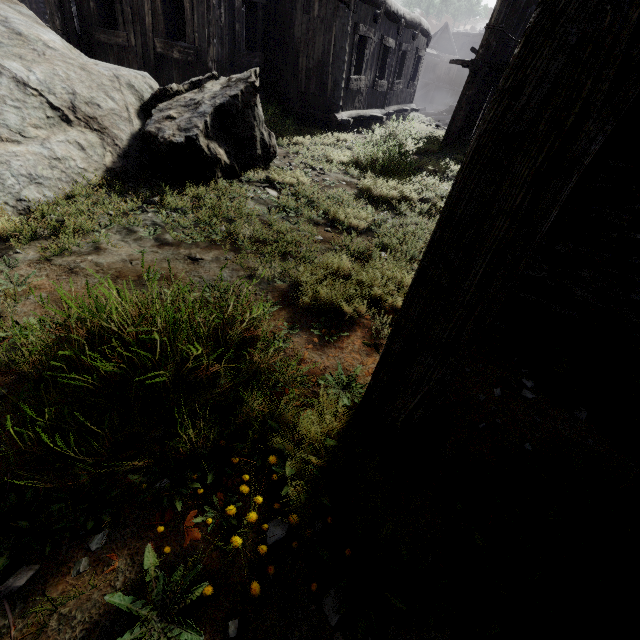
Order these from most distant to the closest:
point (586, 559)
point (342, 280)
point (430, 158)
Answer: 1. point (430, 158)
2. point (342, 280)
3. point (586, 559)
